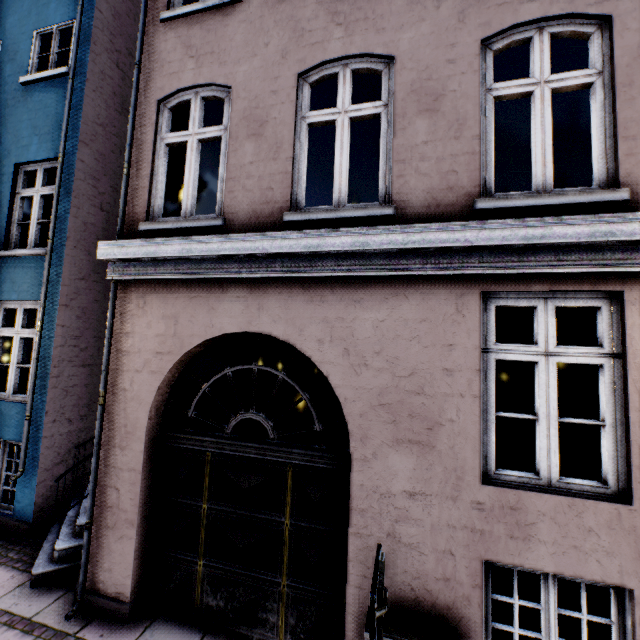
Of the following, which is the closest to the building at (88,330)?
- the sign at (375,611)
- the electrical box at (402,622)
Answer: the electrical box at (402,622)

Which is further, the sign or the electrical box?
the electrical box

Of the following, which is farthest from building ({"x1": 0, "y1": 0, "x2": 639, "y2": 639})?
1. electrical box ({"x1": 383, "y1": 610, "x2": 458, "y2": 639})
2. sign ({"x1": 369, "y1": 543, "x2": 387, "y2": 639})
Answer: sign ({"x1": 369, "y1": 543, "x2": 387, "y2": 639})

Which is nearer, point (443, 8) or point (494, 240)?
point (494, 240)

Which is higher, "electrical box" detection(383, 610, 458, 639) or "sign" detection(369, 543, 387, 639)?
"sign" detection(369, 543, 387, 639)

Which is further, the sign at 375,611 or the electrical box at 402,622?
the electrical box at 402,622

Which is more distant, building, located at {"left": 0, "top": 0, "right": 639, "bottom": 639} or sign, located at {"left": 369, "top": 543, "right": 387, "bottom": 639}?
building, located at {"left": 0, "top": 0, "right": 639, "bottom": 639}
